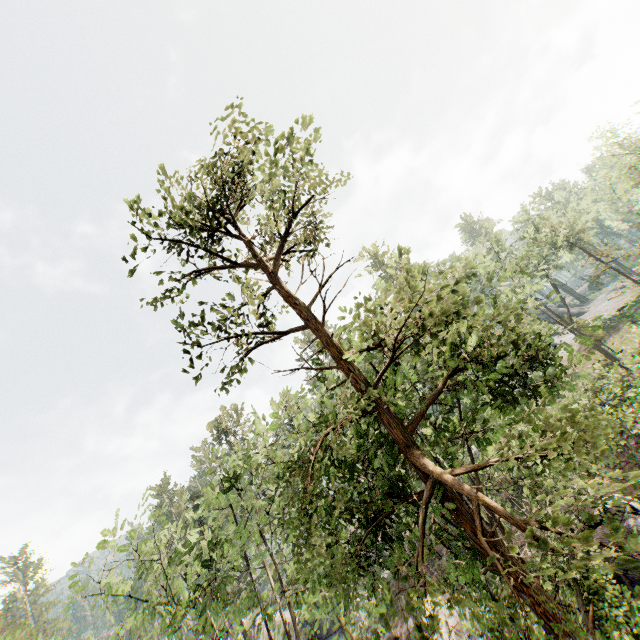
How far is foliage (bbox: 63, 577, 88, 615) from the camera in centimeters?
1095cm

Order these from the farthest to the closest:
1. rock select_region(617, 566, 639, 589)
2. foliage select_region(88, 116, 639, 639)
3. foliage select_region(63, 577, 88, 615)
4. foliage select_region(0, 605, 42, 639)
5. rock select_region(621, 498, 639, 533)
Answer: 1. foliage select_region(0, 605, 42, 639)
2. rock select_region(621, 498, 639, 533)
3. rock select_region(617, 566, 639, 589)
4. foliage select_region(63, 577, 88, 615)
5. foliage select_region(88, 116, 639, 639)

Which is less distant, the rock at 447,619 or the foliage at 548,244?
the foliage at 548,244

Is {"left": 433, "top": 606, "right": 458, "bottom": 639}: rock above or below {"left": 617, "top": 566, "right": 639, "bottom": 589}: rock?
above

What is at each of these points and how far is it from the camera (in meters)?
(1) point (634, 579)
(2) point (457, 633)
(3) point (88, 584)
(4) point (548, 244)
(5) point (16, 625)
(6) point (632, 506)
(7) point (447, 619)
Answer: (1) rock, 14.35
(2) rock, 17.44
(3) foliage, 11.13
(4) foliage, 32.72
(5) foliage, 35.47
(6) rock, 16.39
(7) rock, 17.86

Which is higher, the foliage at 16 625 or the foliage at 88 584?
the foliage at 16 625

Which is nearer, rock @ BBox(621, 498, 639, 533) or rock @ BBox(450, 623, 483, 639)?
rock @ BBox(621, 498, 639, 533)
